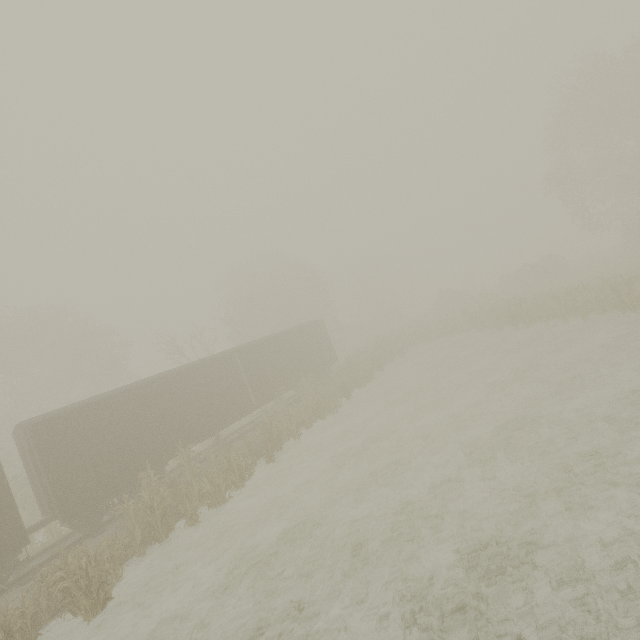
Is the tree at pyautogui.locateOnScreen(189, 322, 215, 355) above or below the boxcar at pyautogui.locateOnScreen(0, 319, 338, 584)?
above

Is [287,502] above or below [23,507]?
below

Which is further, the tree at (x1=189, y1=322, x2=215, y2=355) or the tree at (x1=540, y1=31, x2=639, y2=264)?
the tree at (x1=189, y1=322, x2=215, y2=355)

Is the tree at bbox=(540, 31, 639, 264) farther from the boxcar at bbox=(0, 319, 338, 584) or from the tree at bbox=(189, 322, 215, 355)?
the tree at bbox=(189, 322, 215, 355)

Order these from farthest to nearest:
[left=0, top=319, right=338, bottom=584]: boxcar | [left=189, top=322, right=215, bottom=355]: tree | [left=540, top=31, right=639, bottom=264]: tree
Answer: [left=189, top=322, right=215, bottom=355]: tree < [left=540, top=31, right=639, bottom=264]: tree < [left=0, top=319, right=338, bottom=584]: boxcar

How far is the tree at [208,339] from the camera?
28.7 meters

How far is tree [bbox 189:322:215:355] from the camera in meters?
28.7

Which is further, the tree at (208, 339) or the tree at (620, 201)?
the tree at (208, 339)
